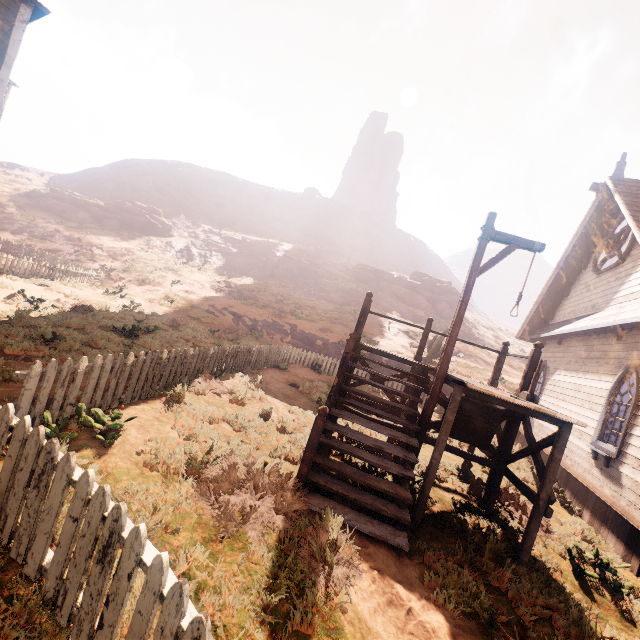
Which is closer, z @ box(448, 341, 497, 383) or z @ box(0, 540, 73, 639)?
z @ box(0, 540, 73, 639)

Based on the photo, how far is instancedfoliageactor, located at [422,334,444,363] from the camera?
19.5m

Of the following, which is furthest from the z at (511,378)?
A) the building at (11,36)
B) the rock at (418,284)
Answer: the rock at (418,284)

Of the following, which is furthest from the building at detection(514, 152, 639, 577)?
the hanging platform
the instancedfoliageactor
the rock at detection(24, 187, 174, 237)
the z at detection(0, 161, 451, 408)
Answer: the rock at detection(24, 187, 174, 237)

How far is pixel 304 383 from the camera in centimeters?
1314cm

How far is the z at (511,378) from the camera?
22.2m

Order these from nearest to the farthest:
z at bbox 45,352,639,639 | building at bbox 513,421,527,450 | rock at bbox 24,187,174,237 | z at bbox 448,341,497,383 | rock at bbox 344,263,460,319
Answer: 1. z at bbox 45,352,639,639
2. building at bbox 513,421,527,450
3. z at bbox 448,341,497,383
4. rock at bbox 24,187,174,237
5. rock at bbox 344,263,460,319

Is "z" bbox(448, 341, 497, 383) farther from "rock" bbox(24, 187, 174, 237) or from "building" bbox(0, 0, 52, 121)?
"rock" bbox(24, 187, 174, 237)
